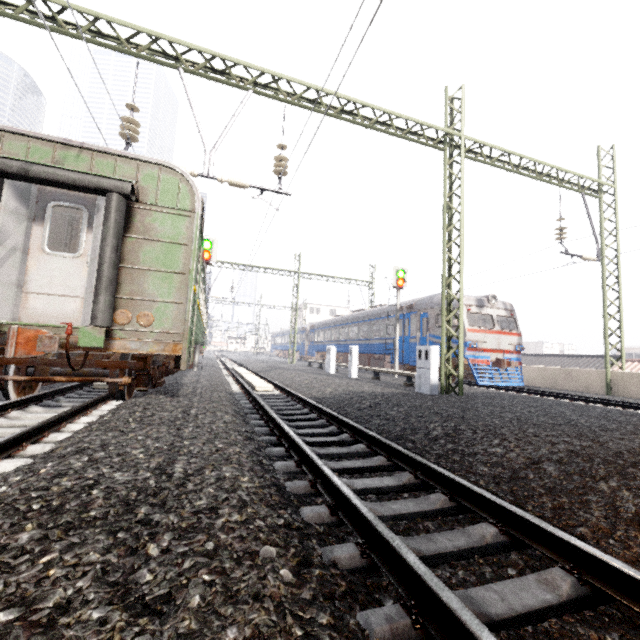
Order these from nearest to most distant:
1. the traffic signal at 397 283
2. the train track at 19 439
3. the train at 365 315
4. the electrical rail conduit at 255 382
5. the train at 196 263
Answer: the train track at 19 439 < the train at 196 263 < the electrical rail conduit at 255 382 < the traffic signal at 397 283 < the train at 365 315

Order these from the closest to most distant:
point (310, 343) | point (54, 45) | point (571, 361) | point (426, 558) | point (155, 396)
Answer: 1. point (426, 558)
2. point (54, 45)
3. point (155, 396)
4. point (571, 361)
5. point (310, 343)

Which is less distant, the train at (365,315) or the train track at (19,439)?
the train track at (19,439)

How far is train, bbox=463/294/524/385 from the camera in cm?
1412

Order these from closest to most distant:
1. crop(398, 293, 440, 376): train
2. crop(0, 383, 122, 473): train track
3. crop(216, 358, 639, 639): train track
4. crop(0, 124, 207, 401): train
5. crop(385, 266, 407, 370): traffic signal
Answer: crop(216, 358, 639, 639): train track
crop(0, 383, 122, 473): train track
crop(0, 124, 207, 401): train
crop(398, 293, 440, 376): train
crop(385, 266, 407, 370): traffic signal

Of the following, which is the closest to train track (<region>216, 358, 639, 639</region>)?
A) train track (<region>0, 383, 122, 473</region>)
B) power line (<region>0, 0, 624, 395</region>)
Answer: train track (<region>0, 383, 122, 473</region>)

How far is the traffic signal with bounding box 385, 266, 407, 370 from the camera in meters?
16.9 m
